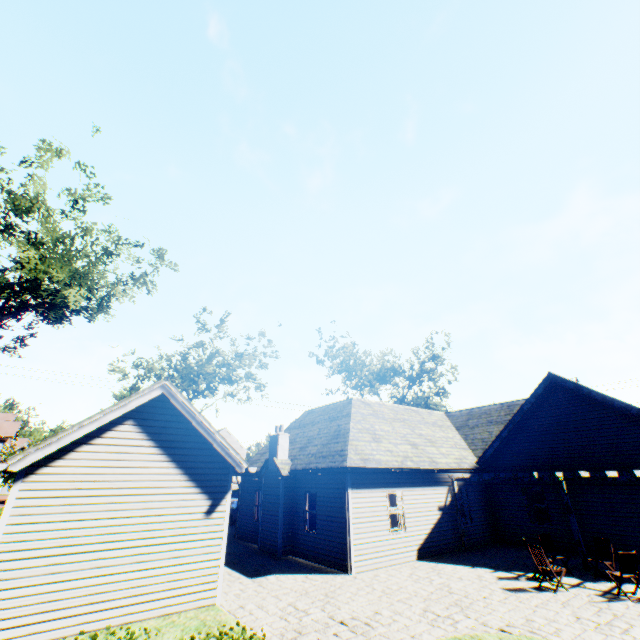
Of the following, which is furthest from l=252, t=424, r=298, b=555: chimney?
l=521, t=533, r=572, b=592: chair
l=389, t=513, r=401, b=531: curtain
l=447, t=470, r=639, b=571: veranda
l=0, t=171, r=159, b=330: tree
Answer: l=0, t=171, r=159, b=330: tree

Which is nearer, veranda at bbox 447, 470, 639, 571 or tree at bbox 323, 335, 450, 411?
veranda at bbox 447, 470, 639, 571

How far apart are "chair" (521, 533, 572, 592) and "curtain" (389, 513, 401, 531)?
4.58m

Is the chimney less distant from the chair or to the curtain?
the curtain

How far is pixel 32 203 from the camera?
18.0 meters

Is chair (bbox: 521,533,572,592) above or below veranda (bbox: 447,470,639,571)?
below

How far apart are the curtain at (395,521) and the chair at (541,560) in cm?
458

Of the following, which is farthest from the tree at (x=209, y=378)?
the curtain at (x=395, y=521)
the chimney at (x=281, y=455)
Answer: the curtain at (x=395, y=521)
